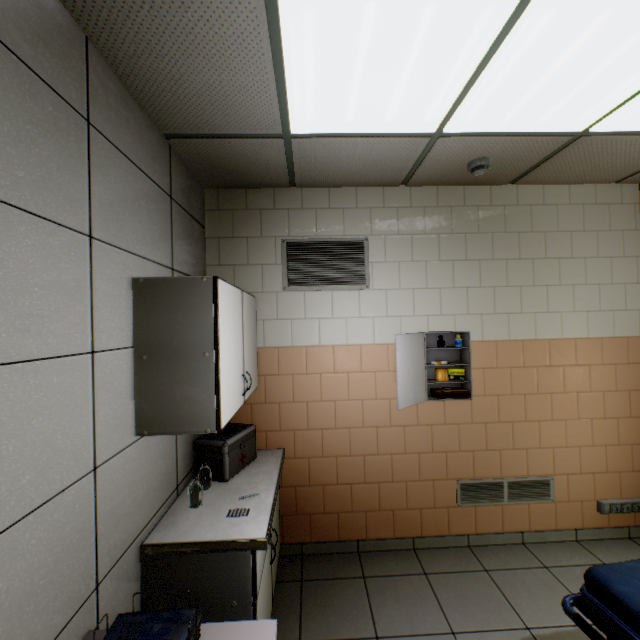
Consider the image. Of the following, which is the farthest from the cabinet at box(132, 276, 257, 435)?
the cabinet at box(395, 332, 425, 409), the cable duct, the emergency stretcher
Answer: the cable duct

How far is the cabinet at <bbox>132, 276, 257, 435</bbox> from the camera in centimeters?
162cm

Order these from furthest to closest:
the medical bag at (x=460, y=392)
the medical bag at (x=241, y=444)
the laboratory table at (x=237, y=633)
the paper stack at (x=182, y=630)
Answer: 1. the medical bag at (x=460, y=392)
2. the medical bag at (x=241, y=444)
3. the laboratory table at (x=237, y=633)
4. the paper stack at (x=182, y=630)

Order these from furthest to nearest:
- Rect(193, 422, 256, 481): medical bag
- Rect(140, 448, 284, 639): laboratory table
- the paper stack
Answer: Rect(193, 422, 256, 481): medical bag < Rect(140, 448, 284, 639): laboratory table < the paper stack

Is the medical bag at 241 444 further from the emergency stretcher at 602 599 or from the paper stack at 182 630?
the emergency stretcher at 602 599

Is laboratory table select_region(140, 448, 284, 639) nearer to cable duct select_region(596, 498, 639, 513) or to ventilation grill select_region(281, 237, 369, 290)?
ventilation grill select_region(281, 237, 369, 290)

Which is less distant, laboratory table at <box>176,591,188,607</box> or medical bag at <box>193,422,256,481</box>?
laboratory table at <box>176,591,188,607</box>

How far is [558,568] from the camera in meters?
2.6
